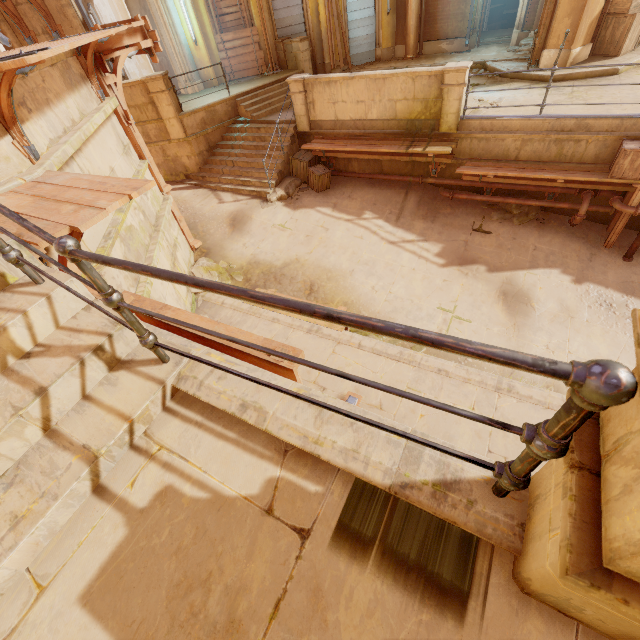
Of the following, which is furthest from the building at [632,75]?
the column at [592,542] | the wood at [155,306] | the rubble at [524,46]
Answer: the column at [592,542]

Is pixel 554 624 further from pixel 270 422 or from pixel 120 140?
pixel 120 140

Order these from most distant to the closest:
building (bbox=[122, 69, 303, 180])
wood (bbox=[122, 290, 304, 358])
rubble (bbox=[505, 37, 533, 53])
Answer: rubble (bbox=[505, 37, 533, 53]), building (bbox=[122, 69, 303, 180]), wood (bbox=[122, 290, 304, 358])

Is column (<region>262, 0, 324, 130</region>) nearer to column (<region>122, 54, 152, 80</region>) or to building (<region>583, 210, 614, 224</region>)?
column (<region>122, 54, 152, 80</region>)

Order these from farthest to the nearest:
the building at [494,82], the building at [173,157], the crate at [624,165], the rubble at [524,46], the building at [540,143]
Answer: the rubble at [524,46], the building at [173,157], the building at [494,82], the building at [540,143], the crate at [624,165]

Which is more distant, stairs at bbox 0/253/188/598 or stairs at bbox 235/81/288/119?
stairs at bbox 235/81/288/119

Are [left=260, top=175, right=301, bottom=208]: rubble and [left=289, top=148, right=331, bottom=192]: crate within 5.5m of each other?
yes

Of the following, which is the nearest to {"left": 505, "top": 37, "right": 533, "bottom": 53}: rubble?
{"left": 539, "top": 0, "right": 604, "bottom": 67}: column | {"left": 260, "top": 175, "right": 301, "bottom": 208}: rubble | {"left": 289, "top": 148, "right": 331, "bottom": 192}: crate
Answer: {"left": 539, "top": 0, "right": 604, "bottom": 67}: column
